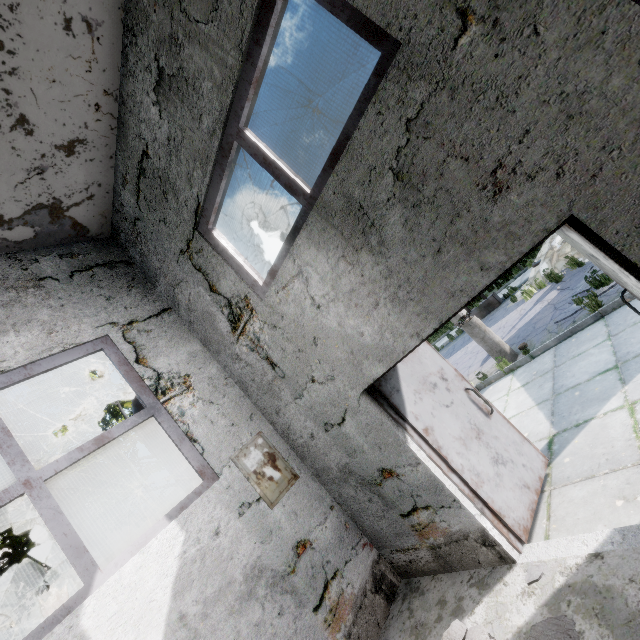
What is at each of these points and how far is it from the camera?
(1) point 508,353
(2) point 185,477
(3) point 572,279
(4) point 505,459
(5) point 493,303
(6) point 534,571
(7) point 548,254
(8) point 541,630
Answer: (1) lamp post, 7.8 meters
(2) pipe, 5.5 meters
(3) asphalt debris, 9.3 meters
(4) door, 3.7 meters
(5) pipe holder, 14.9 meters
(6) concrete debris, 2.9 meters
(7) concrete debris, 11.5 meters
(8) concrete debris, 2.5 meters

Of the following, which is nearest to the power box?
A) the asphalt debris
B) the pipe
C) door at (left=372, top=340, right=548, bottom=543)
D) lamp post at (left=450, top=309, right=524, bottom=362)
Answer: the pipe

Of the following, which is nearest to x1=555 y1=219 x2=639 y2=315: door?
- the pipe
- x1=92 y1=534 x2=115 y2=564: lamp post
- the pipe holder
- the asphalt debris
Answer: the asphalt debris

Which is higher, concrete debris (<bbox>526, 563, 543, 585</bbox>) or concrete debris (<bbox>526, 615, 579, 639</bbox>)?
concrete debris (<bbox>526, 563, 543, 585</bbox>)

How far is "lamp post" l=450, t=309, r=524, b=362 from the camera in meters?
7.8 m

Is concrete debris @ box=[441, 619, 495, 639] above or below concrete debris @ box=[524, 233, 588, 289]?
below

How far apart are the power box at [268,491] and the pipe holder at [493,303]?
13.6 meters

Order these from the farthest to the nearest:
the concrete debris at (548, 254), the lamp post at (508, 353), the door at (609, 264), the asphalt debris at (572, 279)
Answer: the concrete debris at (548, 254), the asphalt debris at (572, 279), the lamp post at (508, 353), the door at (609, 264)
